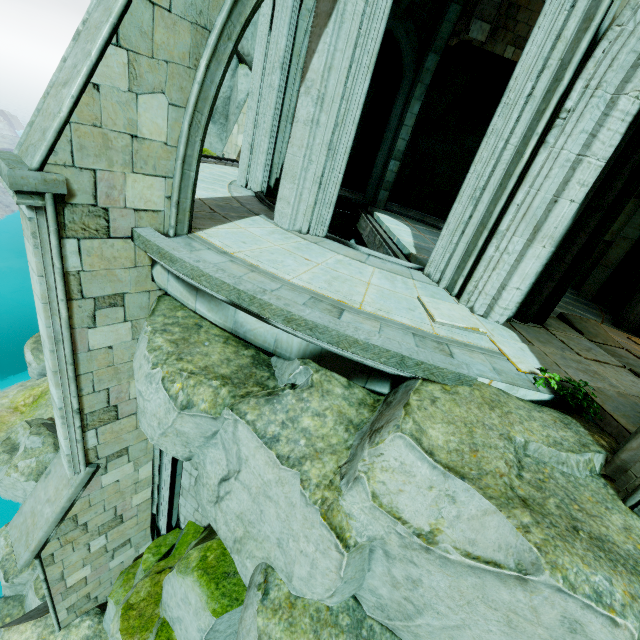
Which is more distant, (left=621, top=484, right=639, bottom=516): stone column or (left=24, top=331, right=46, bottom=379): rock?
(left=24, top=331, right=46, bottom=379): rock

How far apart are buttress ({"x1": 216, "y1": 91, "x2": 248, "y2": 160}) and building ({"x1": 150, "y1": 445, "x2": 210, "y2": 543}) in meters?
10.6 m

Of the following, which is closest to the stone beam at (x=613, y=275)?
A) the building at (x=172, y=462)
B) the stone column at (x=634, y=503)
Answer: the stone column at (x=634, y=503)

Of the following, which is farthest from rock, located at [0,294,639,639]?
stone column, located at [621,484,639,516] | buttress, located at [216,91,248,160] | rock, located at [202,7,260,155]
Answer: buttress, located at [216,91,248,160]

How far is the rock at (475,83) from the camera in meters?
12.5

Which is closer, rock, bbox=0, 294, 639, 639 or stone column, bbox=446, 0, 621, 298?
rock, bbox=0, 294, 639, 639

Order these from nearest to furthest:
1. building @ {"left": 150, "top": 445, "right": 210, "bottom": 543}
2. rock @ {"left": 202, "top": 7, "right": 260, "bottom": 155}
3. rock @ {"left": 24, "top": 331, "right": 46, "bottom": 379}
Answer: building @ {"left": 150, "top": 445, "right": 210, "bottom": 543}
rock @ {"left": 202, "top": 7, "right": 260, "bottom": 155}
rock @ {"left": 24, "top": 331, "right": 46, "bottom": 379}

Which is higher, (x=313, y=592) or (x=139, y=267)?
(x=139, y=267)
